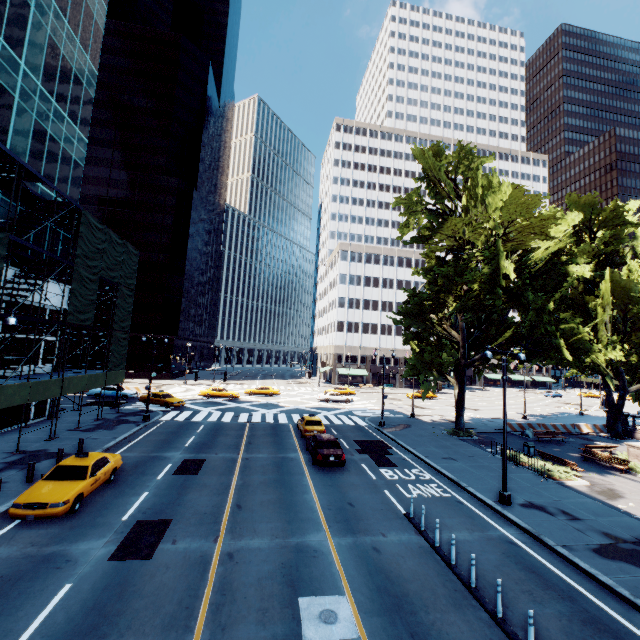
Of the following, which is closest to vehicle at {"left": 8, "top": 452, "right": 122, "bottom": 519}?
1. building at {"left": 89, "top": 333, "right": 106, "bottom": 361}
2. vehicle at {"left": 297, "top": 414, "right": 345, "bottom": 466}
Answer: vehicle at {"left": 297, "top": 414, "right": 345, "bottom": 466}

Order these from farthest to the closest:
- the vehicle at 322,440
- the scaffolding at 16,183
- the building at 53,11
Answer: the building at 53,11, the vehicle at 322,440, the scaffolding at 16,183

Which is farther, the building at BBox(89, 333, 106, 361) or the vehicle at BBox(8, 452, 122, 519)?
the building at BBox(89, 333, 106, 361)

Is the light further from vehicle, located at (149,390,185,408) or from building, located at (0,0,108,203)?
vehicle, located at (149,390,185,408)

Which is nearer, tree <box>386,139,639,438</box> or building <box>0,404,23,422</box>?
tree <box>386,139,639,438</box>

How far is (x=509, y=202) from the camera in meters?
19.4 m

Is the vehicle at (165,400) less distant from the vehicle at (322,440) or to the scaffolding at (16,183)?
the scaffolding at (16,183)

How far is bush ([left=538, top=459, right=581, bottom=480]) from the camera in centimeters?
1914cm
